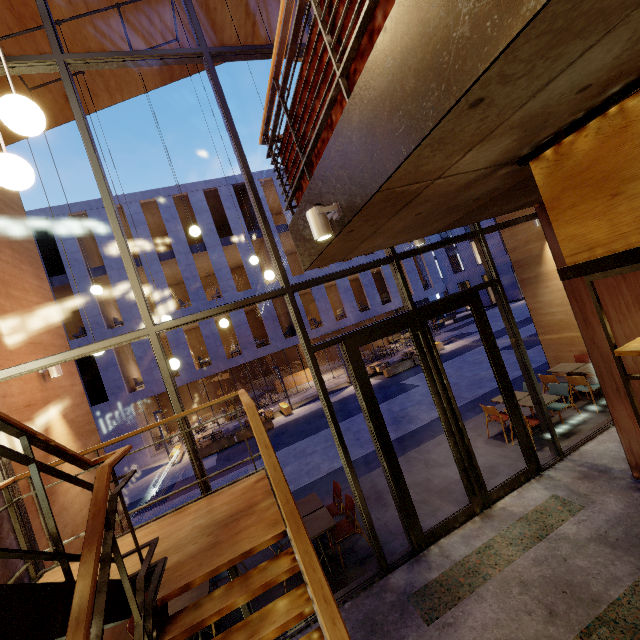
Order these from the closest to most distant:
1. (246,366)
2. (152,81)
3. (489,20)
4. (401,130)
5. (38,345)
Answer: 1. (489,20)
2. (401,130)
3. (38,345)
4. (152,81)
5. (246,366)

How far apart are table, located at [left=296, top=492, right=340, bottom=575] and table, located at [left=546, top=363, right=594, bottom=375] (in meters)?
6.84

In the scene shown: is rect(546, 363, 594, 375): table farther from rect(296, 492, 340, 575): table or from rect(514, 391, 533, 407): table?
rect(296, 492, 340, 575): table

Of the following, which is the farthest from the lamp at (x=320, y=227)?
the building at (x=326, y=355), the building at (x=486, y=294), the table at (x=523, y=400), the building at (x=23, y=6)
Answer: the building at (x=486, y=294)

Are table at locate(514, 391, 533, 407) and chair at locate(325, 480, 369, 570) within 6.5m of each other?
yes

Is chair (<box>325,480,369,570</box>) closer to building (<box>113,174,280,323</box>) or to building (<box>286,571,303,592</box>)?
building (<box>286,571,303,592</box>)

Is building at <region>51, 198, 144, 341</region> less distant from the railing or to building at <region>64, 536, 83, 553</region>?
building at <region>64, 536, 83, 553</region>

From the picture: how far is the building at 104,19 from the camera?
5.6 meters
